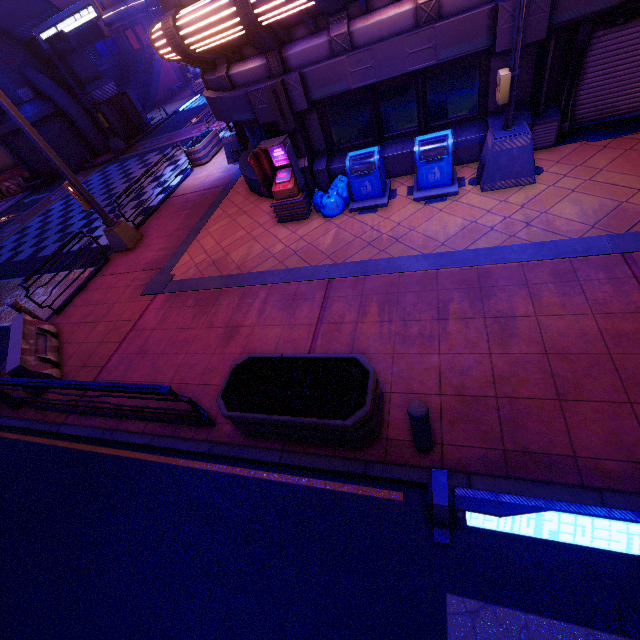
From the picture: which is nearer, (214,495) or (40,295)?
(214,495)

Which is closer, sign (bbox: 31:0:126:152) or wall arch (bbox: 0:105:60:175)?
sign (bbox: 31:0:126:152)

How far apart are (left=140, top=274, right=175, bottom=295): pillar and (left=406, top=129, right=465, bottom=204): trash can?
6.7m

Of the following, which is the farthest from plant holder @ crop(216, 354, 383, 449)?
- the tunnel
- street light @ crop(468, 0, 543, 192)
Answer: the tunnel

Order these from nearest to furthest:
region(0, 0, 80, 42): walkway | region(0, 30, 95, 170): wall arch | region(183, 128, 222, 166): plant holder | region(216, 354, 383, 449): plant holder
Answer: region(216, 354, 383, 449): plant holder < region(183, 128, 222, 166): plant holder < region(0, 0, 80, 42): walkway < region(0, 30, 95, 170): wall arch

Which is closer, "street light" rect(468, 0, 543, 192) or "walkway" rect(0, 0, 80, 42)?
"street light" rect(468, 0, 543, 192)

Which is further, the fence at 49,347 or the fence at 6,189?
→ the fence at 6,189

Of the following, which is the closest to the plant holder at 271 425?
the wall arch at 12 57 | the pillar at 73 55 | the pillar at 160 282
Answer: the pillar at 160 282
